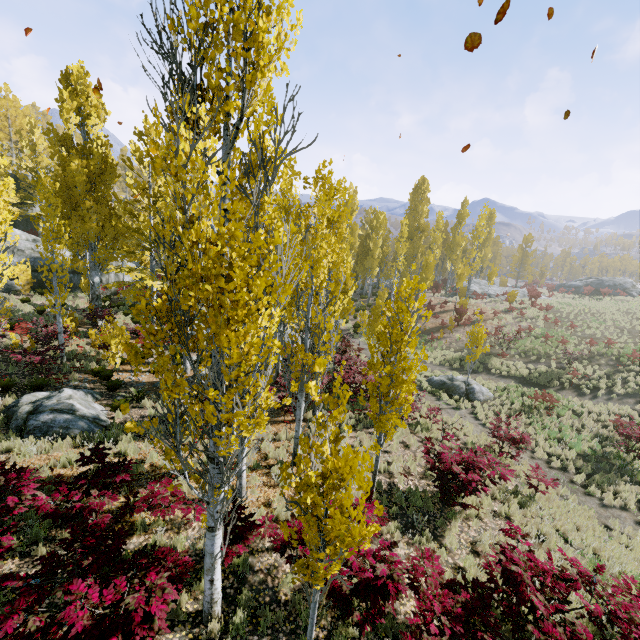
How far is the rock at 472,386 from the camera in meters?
18.1

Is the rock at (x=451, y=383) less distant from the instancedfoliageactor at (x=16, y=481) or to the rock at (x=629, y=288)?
the instancedfoliageactor at (x=16, y=481)

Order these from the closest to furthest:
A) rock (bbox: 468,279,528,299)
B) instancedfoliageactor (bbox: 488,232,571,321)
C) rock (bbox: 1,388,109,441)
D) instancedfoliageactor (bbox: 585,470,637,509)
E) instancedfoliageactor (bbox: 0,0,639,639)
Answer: instancedfoliageactor (bbox: 0,0,639,639), rock (bbox: 1,388,109,441), instancedfoliageactor (bbox: 585,470,637,509), instancedfoliageactor (bbox: 488,232,571,321), rock (bbox: 468,279,528,299)

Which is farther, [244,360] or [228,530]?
[228,530]

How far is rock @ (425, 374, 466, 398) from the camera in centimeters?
1842cm

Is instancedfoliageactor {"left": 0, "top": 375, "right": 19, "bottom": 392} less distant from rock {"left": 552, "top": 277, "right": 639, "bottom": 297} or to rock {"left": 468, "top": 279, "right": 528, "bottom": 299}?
rock {"left": 468, "top": 279, "right": 528, "bottom": 299}

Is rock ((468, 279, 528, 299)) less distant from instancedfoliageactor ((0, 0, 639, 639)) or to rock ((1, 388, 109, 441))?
instancedfoliageactor ((0, 0, 639, 639))
